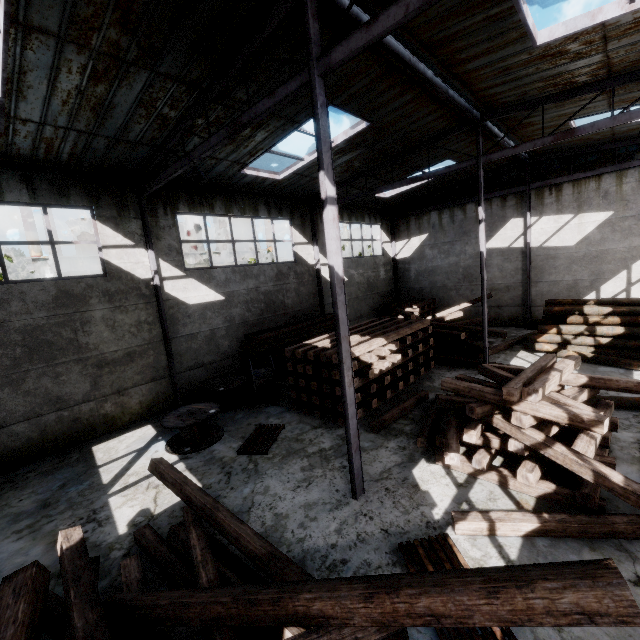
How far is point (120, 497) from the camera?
A: 6.80m

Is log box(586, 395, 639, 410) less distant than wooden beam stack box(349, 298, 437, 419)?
Yes

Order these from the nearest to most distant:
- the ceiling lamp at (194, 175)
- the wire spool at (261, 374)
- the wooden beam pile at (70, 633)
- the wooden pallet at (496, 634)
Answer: the wooden beam pile at (70, 633), the wooden pallet at (496, 634), the ceiling lamp at (194, 175), the wire spool at (261, 374)

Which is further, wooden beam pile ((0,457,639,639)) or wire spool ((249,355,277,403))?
wire spool ((249,355,277,403))

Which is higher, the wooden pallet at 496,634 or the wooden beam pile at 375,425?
the wooden beam pile at 375,425

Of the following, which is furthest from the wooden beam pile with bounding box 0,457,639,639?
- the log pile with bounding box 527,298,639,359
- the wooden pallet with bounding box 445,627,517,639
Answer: the log pile with bounding box 527,298,639,359

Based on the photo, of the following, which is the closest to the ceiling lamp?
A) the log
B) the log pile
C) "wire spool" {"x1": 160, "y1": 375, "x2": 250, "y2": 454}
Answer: "wire spool" {"x1": 160, "y1": 375, "x2": 250, "y2": 454}

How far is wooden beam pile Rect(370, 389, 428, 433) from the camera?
8.3m
